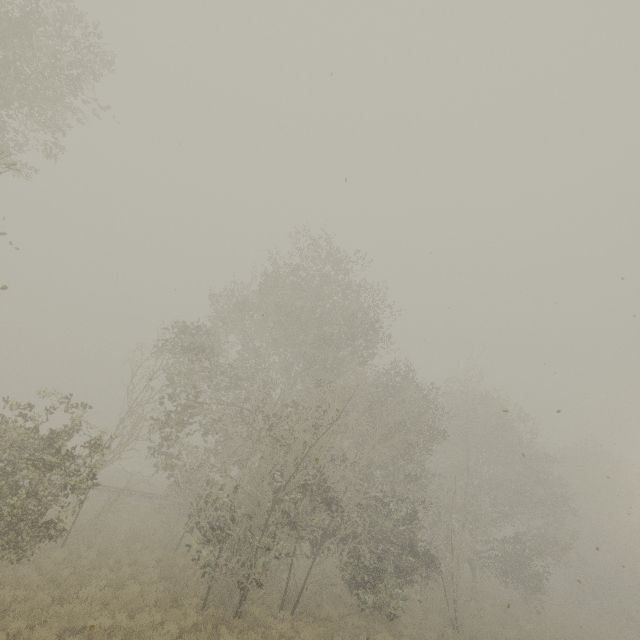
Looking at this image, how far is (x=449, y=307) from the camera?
10.8m
